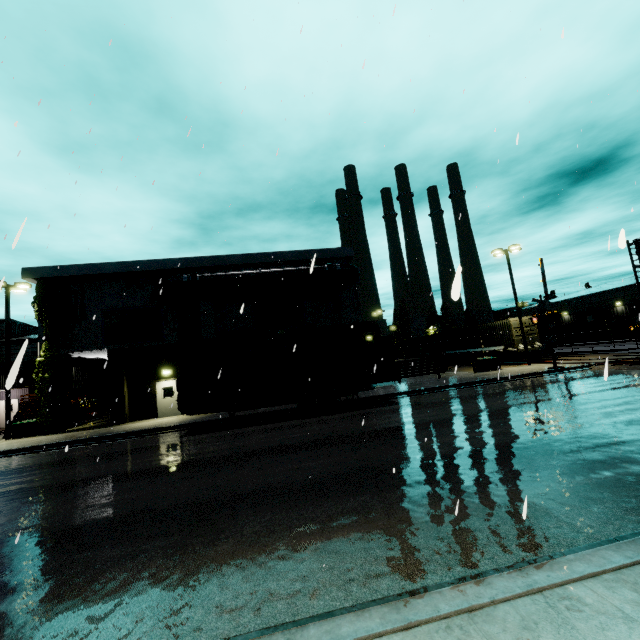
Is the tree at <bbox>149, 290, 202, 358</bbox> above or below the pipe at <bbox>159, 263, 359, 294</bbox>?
below

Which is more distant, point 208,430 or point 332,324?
point 332,324

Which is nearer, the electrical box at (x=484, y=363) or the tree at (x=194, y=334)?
the tree at (x=194, y=334)

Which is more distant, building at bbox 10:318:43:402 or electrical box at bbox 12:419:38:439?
electrical box at bbox 12:419:38:439

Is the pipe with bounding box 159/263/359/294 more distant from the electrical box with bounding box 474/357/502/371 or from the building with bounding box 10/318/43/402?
the electrical box with bounding box 474/357/502/371

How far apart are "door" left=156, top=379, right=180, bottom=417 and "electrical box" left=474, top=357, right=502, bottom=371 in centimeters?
2271cm

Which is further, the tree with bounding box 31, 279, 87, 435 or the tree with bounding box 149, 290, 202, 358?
the tree with bounding box 149, 290, 202, 358

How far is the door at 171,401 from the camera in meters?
21.6 m
